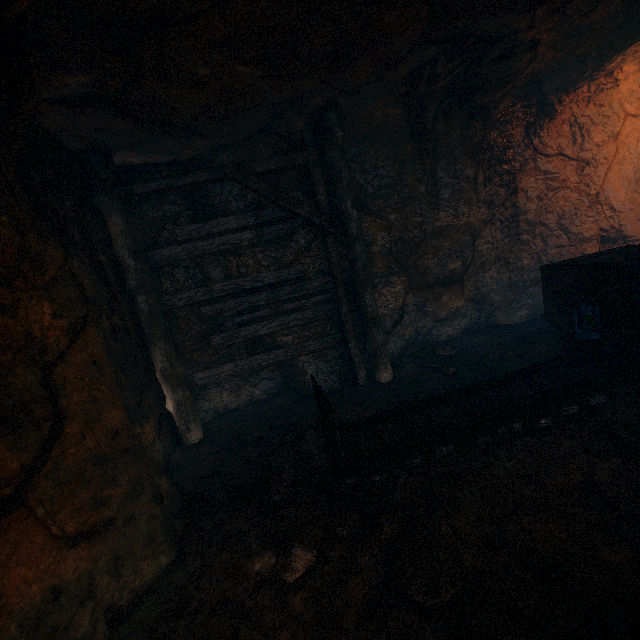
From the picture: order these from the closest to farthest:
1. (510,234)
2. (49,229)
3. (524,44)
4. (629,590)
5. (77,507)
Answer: (629,590) < (77,507) < (49,229) < (524,44) < (510,234)

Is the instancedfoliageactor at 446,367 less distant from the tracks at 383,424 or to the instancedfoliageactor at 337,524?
the tracks at 383,424

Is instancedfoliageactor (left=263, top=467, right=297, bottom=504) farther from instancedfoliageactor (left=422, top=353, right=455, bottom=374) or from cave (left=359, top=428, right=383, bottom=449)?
instancedfoliageactor (left=422, top=353, right=455, bottom=374)

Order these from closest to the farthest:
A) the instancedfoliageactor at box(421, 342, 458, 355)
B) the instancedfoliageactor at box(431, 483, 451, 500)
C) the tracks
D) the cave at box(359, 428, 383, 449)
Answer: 1. the instancedfoliageactor at box(431, 483, 451, 500)
2. the tracks
3. the cave at box(359, 428, 383, 449)
4. the instancedfoliageactor at box(421, 342, 458, 355)

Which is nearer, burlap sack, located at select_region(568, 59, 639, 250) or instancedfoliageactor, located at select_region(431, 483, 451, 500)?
instancedfoliageactor, located at select_region(431, 483, 451, 500)

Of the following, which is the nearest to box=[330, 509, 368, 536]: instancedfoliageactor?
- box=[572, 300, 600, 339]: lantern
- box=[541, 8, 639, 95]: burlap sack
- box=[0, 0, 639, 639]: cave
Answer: box=[0, 0, 639, 639]: cave

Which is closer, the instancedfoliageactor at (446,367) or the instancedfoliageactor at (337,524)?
the instancedfoliageactor at (337,524)

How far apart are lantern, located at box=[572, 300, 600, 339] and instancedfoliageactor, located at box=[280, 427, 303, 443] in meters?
3.8 m
